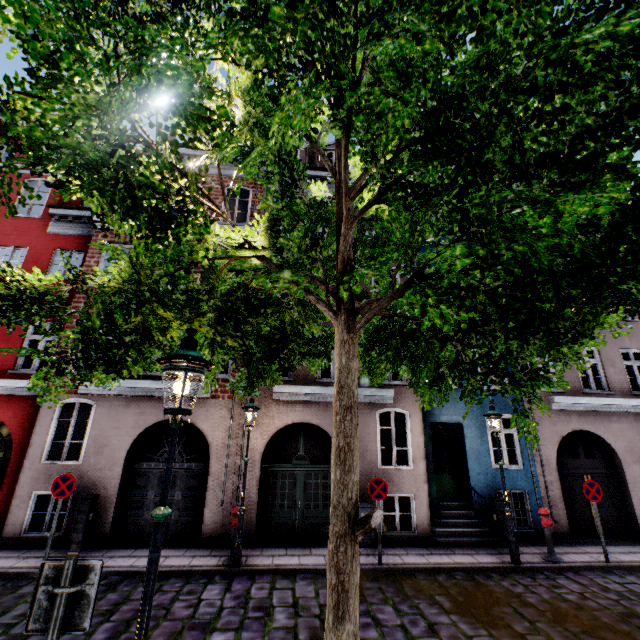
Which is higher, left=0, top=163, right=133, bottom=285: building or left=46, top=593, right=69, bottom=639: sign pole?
left=0, top=163, right=133, bottom=285: building

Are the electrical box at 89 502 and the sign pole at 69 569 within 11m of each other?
yes

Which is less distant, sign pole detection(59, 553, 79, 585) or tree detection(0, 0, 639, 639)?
tree detection(0, 0, 639, 639)

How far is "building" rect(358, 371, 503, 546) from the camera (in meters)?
9.72

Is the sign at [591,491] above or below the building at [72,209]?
below

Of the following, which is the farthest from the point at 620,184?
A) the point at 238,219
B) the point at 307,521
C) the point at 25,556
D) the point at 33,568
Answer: the point at 238,219

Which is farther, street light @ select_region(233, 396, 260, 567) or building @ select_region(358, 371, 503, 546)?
building @ select_region(358, 371, 503, 546)

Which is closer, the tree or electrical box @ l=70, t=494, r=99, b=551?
the tree
